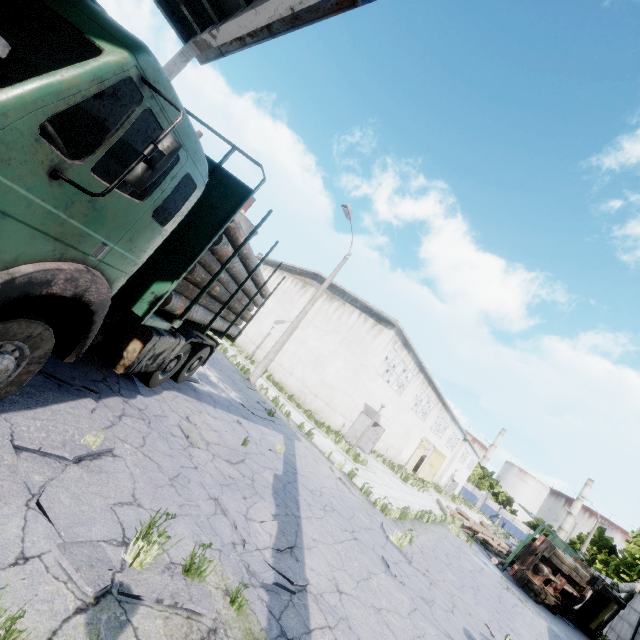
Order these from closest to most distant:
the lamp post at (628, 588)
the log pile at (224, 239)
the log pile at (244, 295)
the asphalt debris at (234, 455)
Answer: the log pile at (224, 239)
the asphalt debris at (234, 455)
the log pile at (244, 295)
the lamp post at (628, 588)

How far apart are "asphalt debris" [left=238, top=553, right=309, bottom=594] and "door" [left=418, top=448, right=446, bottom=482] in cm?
3594

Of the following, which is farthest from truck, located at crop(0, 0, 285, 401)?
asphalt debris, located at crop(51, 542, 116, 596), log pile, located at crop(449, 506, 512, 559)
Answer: log pile, located at crop(449, 506, 512, 559)

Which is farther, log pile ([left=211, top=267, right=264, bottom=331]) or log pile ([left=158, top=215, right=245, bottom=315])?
log pile ([left=211, top=267, right=264, bottom=331])

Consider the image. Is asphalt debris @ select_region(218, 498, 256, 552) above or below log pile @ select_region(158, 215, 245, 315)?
below

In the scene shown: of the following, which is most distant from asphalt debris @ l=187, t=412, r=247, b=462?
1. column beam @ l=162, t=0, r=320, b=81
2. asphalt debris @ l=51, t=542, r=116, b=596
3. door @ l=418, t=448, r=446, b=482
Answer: door @ l=418, t=448, r=446, b=482

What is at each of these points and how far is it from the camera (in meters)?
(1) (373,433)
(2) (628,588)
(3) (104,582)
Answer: (1) door, 23.27
(2) lamp post, 20.09
(3) asphalt debris, 2.67

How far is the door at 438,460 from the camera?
36.8 meters
